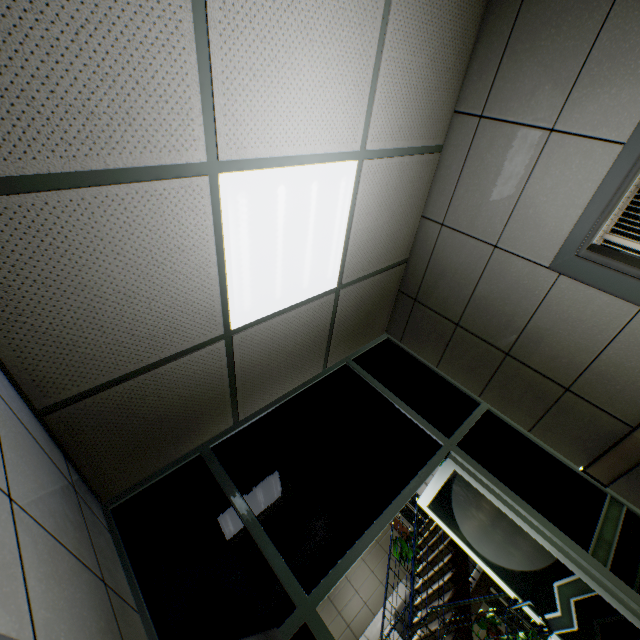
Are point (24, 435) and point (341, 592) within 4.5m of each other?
no

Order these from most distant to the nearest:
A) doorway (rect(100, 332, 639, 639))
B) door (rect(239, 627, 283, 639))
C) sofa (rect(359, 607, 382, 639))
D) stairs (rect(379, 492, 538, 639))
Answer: sofa (rect(359, 607, 382, 639)) → stairs (rect(379, 492, 538, 639)) → doorway (rect(100, 332, 639, 639)) → door (rect(239, 627, 283, 639))

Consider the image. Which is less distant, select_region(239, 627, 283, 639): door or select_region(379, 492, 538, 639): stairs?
select_region(239, 627, 283, 639): door

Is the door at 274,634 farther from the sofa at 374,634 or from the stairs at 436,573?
the sofa at 374,634

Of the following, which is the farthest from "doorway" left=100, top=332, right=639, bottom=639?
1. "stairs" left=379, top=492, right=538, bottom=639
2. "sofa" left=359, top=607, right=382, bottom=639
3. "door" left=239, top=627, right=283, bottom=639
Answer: "sofa" left=359, top=607, right=382, bottom=639

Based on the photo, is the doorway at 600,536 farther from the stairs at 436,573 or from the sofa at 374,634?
the sofa at 374,634

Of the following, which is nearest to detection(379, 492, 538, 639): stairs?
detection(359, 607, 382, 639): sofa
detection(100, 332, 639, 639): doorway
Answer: detection(100, 332, 639, 639): doorway

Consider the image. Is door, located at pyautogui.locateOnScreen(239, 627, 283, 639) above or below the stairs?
above
